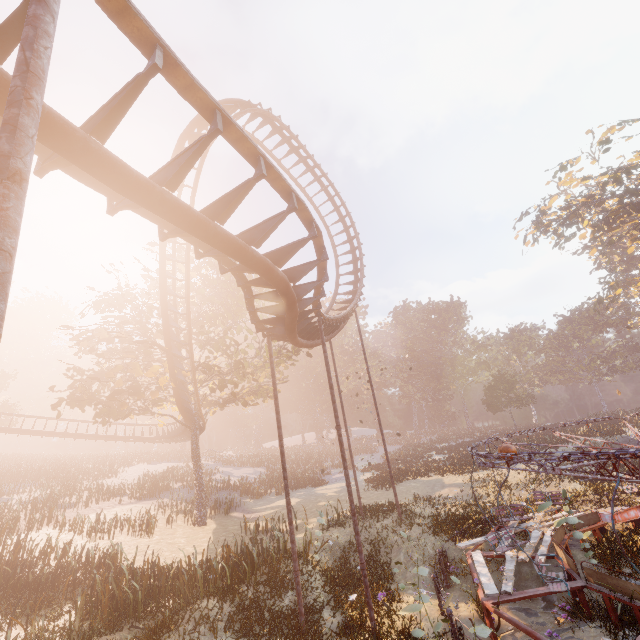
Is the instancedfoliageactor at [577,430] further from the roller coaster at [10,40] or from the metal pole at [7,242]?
the metal pole at [7,242]

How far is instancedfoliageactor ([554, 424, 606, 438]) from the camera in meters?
30.2 m

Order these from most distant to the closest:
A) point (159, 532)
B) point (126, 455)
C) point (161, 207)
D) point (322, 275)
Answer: point (126, 455), point (159, 532), point (322, 275), point (161, 207)

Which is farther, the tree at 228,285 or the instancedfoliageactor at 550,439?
the instancedfoliageactor at 550,439

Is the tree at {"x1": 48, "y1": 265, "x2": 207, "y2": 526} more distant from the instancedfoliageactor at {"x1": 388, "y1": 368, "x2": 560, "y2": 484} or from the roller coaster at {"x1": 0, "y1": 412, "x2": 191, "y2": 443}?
the instancedfoliageactor at {"x1": 388, "y1": 368, "x2": 560, "y2": 484}

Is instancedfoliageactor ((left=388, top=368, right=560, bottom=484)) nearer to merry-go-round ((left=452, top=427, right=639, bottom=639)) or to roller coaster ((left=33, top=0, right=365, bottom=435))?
merry-go-round ((left=452, top=427, right=639, bottom=639))

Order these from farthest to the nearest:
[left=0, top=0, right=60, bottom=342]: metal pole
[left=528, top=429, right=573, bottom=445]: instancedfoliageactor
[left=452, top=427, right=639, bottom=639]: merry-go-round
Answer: [left=528, top=429, right=573, bottom=445]: instancedfoliageactor
[left=452, top=427, right=639, bottom=639]: merry-go-round
[left=0, top=0, right=60, bottom=342]: metal pole
